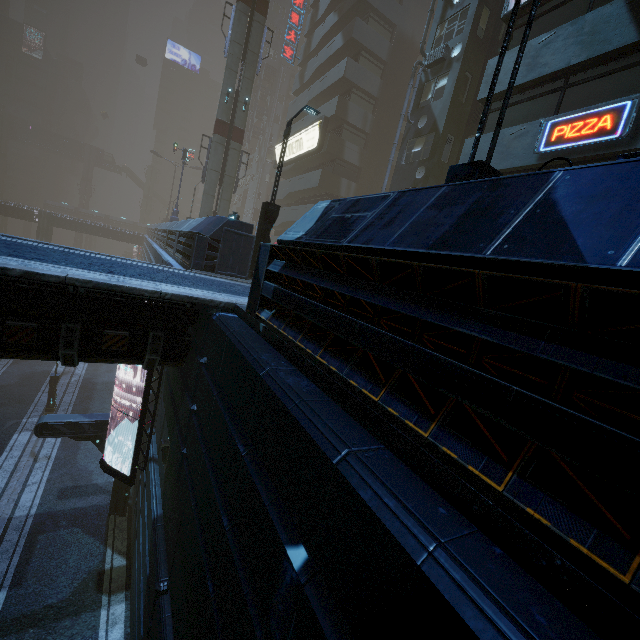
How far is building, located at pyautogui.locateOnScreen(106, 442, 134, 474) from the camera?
14.1 meters

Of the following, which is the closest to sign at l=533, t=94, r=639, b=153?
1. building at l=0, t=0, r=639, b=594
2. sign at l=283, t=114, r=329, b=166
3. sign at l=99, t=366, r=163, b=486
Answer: building at l=0, t=0, r=639, b=594

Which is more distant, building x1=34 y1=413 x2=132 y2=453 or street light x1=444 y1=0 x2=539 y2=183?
building x1=34 y1=413 x2=132 y2=453

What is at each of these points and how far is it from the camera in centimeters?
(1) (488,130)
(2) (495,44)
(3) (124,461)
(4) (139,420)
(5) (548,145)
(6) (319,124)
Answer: (1) building, 1269cm
(2) building, 1595cm
(3) building, 1422cm
(4) sign, 1035cm
(5) sign, 1027cm
(6) sign, 2775cm

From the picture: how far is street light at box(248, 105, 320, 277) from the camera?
12.1 meters

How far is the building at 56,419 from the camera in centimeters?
1257cm

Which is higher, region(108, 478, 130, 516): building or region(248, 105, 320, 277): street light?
region(248, 105, 320, 277): street light
